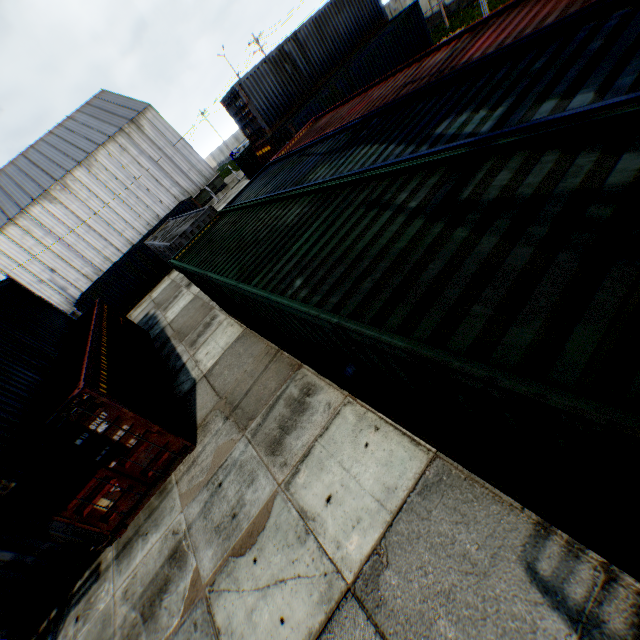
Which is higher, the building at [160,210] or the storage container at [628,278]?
the building at [160,210]

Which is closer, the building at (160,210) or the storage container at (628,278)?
the storage container at (628,278)

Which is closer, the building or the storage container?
the storage container

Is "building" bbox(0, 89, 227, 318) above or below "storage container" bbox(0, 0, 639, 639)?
above

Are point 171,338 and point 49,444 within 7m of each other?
no
